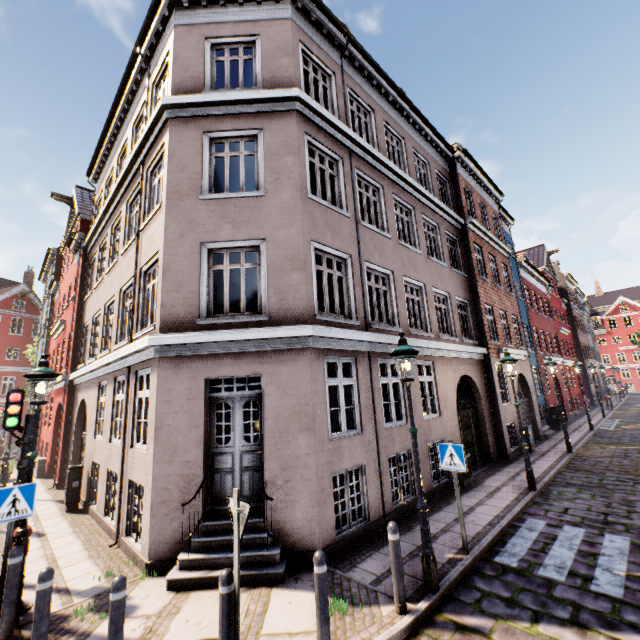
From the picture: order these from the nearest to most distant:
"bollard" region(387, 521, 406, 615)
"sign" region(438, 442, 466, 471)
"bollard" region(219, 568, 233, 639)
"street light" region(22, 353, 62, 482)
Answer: "bollard" region(219, 568, 233, 639) → "bollard" region(387, 521, 406, 615) → "street light" region(22, 353, 62, 482) → "sign" region(438, 442, 466, 471)

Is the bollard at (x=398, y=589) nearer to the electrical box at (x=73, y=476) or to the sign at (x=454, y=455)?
the sign at (x=454, y=455)

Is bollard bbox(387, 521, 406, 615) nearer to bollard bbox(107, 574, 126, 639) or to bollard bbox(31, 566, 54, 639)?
bollard bbox(107, 574, 126, 639)

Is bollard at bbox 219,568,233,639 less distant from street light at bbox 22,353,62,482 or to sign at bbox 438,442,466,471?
street light at bbox 22,353,62,482

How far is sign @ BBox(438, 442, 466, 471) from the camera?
6.04m

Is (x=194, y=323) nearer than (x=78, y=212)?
Yes

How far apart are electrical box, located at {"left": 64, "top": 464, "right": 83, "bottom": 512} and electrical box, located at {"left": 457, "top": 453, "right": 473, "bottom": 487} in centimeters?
1150cm

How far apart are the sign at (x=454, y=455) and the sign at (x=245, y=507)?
4.2m
